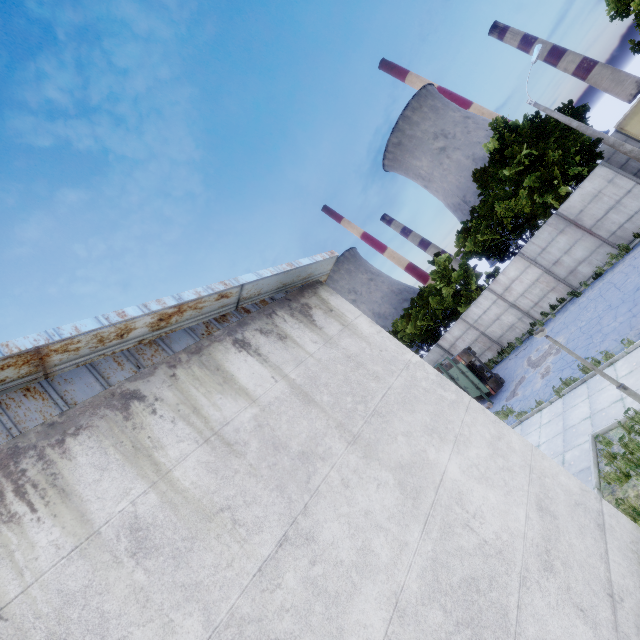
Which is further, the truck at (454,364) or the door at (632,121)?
the door at (632,121)

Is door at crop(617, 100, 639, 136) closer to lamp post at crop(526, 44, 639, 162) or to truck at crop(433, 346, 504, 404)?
lamp post at crop(526, 44, 639, 162)

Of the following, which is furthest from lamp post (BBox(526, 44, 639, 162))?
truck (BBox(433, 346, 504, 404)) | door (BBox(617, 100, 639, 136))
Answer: truck (BBox(433, 346, 504, 404))

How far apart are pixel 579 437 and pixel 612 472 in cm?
255

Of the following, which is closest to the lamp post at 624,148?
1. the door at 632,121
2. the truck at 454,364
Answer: the door at 632,121

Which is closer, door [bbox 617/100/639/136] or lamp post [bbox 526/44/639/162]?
lamp post [bbox 526/44/639/162]

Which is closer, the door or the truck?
the truck
